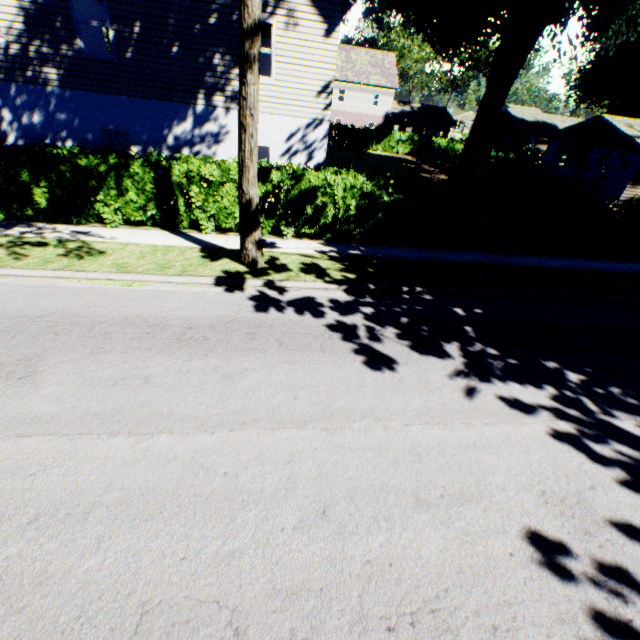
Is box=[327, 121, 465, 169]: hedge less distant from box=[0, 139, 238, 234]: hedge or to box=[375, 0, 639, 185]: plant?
box=[0, 139, 238, 234]: hedge

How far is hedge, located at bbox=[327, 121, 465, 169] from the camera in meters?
32.8 m

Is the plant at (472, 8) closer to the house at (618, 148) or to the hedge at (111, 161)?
the house at (618, 148)

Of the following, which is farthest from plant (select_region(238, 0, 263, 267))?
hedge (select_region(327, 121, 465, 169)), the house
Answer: hedge (select_region(327, 121, 465, 169))

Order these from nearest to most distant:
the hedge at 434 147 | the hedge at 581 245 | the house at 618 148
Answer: the hedge at 581 245, the house at 618 148, the hedge at 434 147

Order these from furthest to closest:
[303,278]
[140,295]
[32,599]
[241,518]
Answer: [303,278]
[140,295]
[241,518]
[32,599]

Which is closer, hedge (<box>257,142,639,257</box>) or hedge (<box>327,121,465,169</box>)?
hedge (<box>257,142,639,257</box>)
